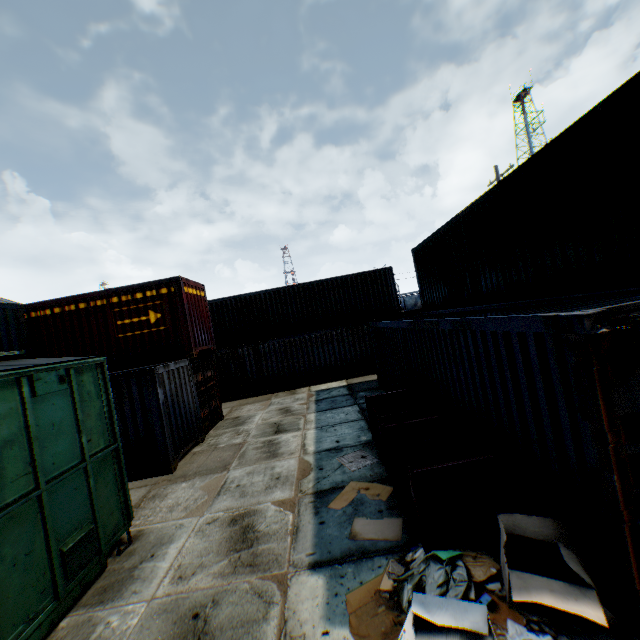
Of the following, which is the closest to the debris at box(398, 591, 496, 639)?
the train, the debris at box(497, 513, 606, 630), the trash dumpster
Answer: the debris at box(497, 513, 606, 630)

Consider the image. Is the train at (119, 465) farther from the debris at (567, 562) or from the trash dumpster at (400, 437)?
the debris at (567, 562)

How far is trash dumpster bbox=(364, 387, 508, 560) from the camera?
4.27m

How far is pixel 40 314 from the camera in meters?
11.5

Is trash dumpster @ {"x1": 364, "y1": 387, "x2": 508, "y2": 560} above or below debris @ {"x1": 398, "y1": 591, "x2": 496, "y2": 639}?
above

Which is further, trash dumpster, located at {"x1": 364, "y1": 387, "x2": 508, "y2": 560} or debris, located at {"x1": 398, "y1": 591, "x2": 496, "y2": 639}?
trash dumpster, located at {"x1": 364, "y1": 387, "x2": 508, "y2": 560}

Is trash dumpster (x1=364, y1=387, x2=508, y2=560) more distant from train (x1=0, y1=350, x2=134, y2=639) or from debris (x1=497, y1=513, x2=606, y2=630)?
train (x1=0, y1=350, x2=134, y2=639)

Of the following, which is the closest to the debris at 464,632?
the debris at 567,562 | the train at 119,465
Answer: the debris at 567,562
